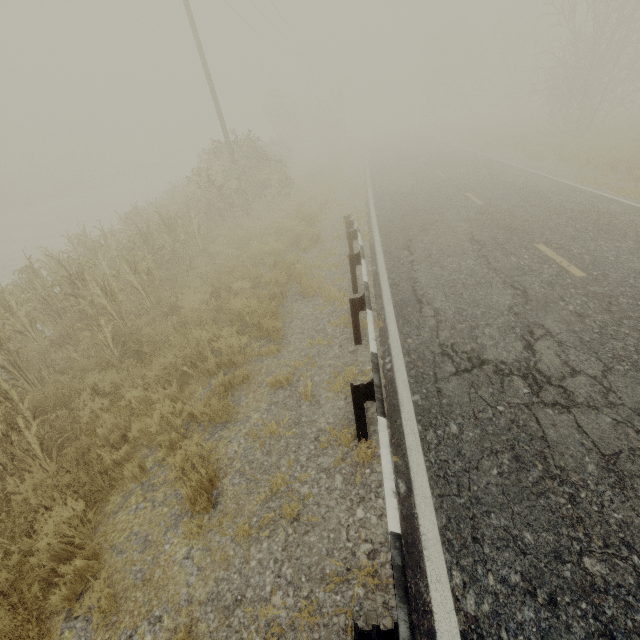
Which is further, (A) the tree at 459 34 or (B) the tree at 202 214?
(A) the tree at 459 34

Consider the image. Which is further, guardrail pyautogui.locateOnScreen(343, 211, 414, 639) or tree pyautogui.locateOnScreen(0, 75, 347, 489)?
tree pyautogui.locateOnScreen(0, 75, 347, 489)

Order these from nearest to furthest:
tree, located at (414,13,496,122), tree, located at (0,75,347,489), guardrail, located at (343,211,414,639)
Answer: guardrail, located at (343,211,414,639) → tree, located at (0,75,347,489) → tree, located at (414,13,496,122)

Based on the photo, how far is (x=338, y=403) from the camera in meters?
4.7 m

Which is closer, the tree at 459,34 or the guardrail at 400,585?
the guardrail at 400,585

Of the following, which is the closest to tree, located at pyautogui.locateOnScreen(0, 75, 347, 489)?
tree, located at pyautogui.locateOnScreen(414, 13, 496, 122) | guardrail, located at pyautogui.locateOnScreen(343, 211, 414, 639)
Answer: guardrail, located at pyautogui.locateOnScreen(343, 211, 414, 639)

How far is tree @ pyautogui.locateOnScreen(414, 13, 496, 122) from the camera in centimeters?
5016cm
